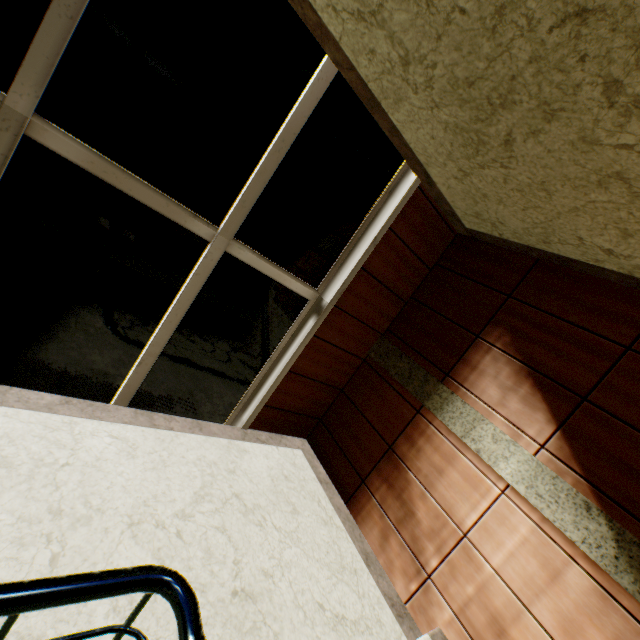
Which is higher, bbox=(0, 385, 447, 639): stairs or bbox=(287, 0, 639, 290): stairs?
bbox=(287, 0, 639, 290): stairs

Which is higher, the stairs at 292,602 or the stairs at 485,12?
the stairs at 485,12

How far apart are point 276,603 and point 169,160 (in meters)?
3.19
